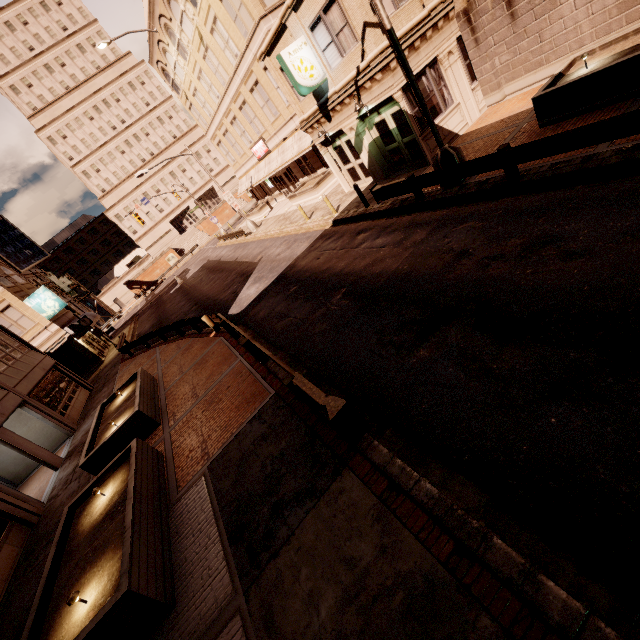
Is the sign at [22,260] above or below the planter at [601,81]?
above

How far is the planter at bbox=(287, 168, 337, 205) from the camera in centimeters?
2423cm

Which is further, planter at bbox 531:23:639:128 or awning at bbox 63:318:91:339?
awning at bbox 63:318:91:339

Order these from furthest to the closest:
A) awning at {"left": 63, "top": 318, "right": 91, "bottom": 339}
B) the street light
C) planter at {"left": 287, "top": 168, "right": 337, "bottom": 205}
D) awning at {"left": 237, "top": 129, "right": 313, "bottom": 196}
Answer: awning at {"left": 63, "top": 318, "right": 91, "bottom": 339}
planter at {"left": 287, "top": 168, "right": 337, "bottom": 205}
awning at {"left": 237, "top": 129, "right": 313, "bottom": 196}
the street light

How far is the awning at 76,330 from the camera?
29.0 meters

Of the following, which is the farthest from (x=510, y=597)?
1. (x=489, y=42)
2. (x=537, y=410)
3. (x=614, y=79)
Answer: (x=489, y=42)

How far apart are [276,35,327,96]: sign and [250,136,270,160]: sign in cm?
1617

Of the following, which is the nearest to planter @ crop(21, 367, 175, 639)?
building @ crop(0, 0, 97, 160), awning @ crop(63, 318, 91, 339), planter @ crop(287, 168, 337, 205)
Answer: planter @ crop(287, 168, 337, 205)
